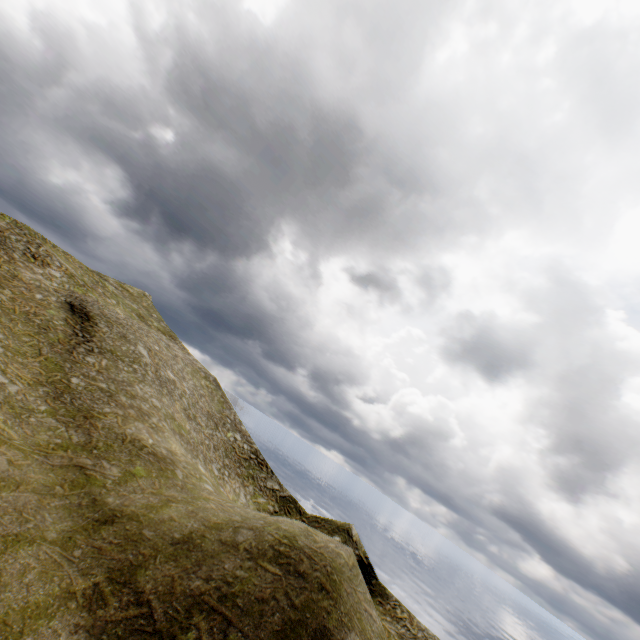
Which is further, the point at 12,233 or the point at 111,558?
the point at 12,233
